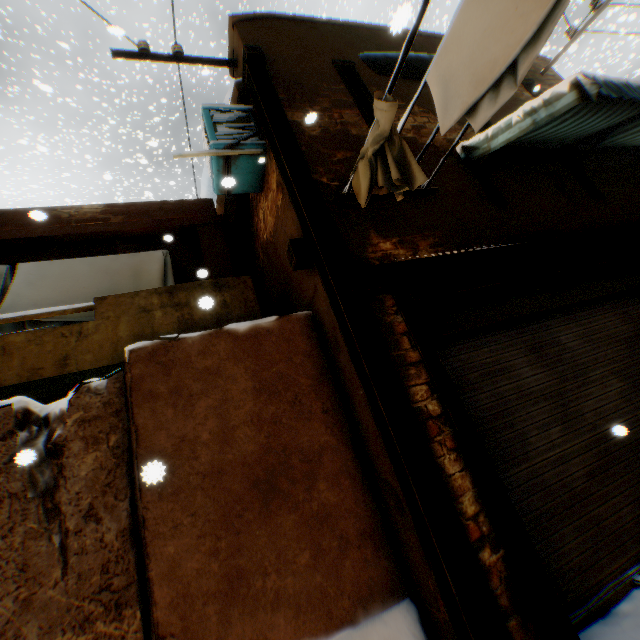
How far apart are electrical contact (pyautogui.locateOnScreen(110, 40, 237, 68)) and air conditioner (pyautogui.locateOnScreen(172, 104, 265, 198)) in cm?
97

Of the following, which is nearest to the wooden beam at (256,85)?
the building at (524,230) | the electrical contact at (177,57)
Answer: the building at (524,230)

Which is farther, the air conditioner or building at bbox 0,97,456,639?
the air conditioner

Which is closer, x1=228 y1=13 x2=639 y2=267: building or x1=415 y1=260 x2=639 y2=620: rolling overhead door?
→ x1=415 y1=260 x2=639 y2=620: rolling overhead door

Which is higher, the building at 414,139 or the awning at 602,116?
the building at 414,139

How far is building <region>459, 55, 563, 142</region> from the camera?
5.2 meters

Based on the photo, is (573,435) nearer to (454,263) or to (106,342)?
(454,263)

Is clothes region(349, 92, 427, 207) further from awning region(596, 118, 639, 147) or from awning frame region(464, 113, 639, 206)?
awning frame region(464, 113, 639, 206)
